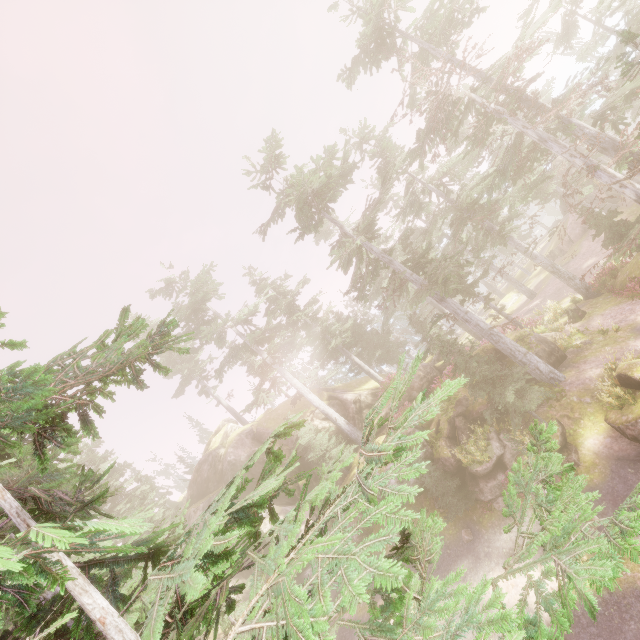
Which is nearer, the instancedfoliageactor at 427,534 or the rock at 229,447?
the instancedfoliageactor at 427,534

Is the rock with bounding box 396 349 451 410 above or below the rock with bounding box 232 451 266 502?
below

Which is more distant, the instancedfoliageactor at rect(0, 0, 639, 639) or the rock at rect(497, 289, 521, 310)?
the rock at rect(497, 289, 521, 310)

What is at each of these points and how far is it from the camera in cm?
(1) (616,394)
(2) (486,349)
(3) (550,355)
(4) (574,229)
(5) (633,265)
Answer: (1) instancedfoliageactor, 1359
(2) rock, 1945
(3) rock, 1794
(4) rock, 3562
(5) rock, 2038

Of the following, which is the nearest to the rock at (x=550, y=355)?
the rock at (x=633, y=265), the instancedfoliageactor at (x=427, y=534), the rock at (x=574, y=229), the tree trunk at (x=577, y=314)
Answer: the instancedfoliageactor at (x=427, y=534)

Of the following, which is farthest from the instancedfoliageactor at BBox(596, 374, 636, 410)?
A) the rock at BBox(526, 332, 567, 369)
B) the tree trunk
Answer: the tree trunk

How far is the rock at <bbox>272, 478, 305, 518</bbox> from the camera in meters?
28.8 m
